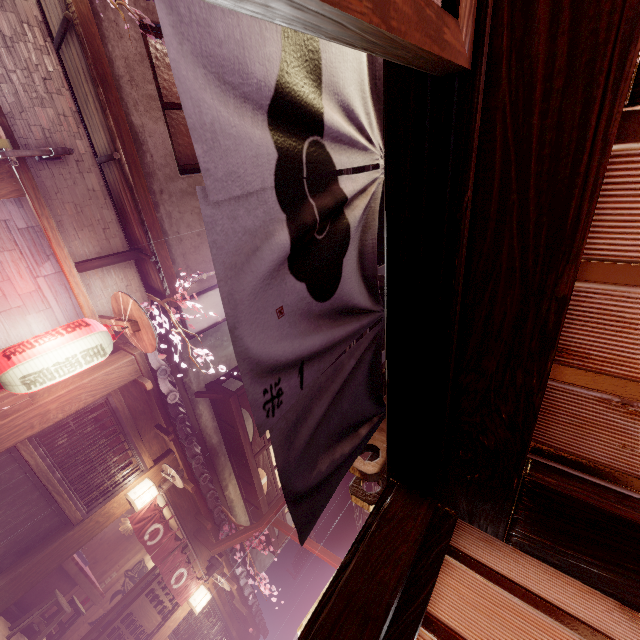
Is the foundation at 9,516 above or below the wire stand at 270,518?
below

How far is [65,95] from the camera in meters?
7.7 m

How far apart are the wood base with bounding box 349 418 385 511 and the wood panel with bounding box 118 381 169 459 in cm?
881

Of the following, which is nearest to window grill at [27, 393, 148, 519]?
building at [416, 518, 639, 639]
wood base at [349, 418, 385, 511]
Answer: wood base at [349, 418, 385, 511]

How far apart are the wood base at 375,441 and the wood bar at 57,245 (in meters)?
8.08

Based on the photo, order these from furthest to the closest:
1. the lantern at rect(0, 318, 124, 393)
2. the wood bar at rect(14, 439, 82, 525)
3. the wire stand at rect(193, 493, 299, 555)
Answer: the wire stand at rect(193, 493, 299, 555)
the wood bar at rect(14, 439, 82, 525)
the lantern at rect(0, 318, 124, 393)

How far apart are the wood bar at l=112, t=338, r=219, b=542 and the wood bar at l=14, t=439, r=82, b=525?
2.94m

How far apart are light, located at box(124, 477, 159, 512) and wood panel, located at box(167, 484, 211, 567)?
0.7 meters
